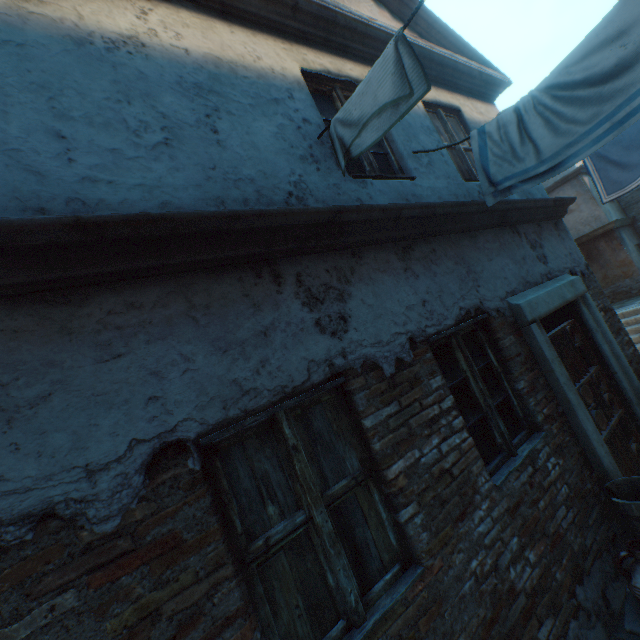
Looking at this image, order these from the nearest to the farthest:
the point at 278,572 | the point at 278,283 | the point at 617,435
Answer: the point at 278,572 → the point at 278,283 → the point at 617,435

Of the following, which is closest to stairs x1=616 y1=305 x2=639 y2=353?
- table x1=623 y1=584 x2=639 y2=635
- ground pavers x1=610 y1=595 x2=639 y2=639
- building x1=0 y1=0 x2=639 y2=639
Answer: building x1=0 y1=0 x2=639 y2=639

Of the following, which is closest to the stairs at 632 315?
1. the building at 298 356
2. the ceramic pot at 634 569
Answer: the building at 298 356

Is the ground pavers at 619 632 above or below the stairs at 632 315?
below

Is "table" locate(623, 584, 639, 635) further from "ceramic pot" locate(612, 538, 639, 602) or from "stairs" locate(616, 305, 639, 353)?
"stairs" locate(616, 305, 639, 353)

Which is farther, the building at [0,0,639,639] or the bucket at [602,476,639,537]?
the bucket at [602,476,639,537]

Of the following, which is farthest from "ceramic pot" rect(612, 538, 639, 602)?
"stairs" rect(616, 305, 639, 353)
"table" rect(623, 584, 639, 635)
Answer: "stairs" rect(616, 305, 639, 353)

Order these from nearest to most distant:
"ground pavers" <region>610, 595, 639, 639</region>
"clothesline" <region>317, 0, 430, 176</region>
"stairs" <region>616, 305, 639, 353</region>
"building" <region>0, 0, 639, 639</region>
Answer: "building" <region>0, 0, 639, 639</region> → "clothesline" <region>317, 0, 430, 176</region> → "ground pavers" <region>610, 595, 639, 639</region> → "stairs" <region>616, 305, 639, 353</region>
